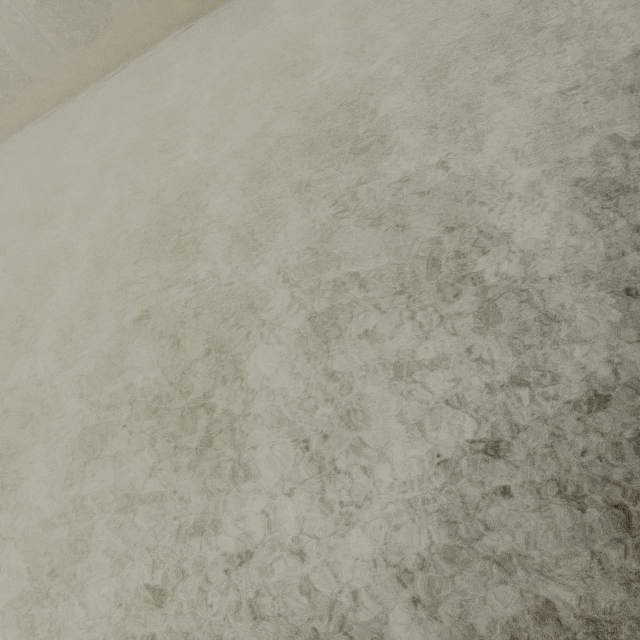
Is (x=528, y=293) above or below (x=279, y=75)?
above
